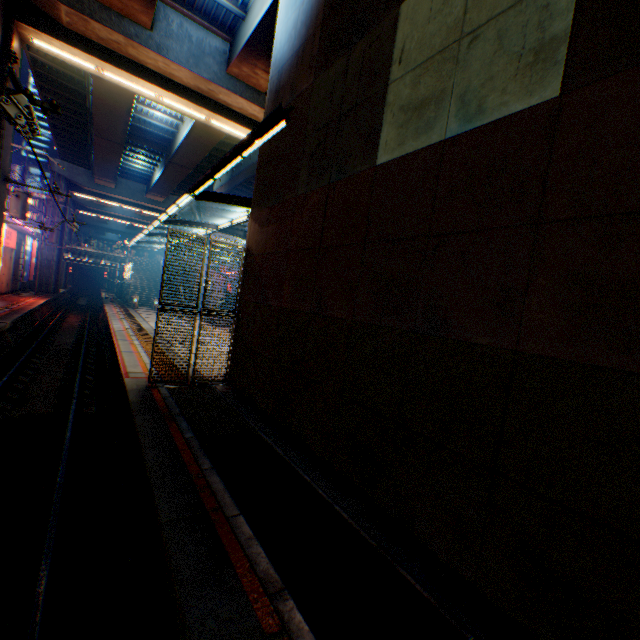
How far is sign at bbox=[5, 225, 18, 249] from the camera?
25.3 meters

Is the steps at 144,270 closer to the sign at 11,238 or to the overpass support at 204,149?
the overpass support at 204,149

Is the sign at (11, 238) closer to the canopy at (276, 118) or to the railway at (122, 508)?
the railway at (122, 508)

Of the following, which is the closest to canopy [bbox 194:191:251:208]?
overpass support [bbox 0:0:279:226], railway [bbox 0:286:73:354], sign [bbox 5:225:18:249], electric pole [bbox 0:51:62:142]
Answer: electric pole [bbox 0:51:62:142]

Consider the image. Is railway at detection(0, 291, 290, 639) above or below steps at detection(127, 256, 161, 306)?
below

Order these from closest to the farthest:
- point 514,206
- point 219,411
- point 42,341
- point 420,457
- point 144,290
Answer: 1. point 514,206
2. point 420,457
3. point 219,411
4. point 42,341
5. point 144,290

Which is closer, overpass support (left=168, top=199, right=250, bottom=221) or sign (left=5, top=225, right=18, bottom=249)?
sign (left=5, top=225, right=18, bottom=249)

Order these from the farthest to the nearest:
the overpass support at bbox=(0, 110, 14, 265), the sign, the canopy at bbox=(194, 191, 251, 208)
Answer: the sign < the overpass support at bbox=(0, 110, 14, 265) < the canopy at bbox=(194, 191, 251, 208)
